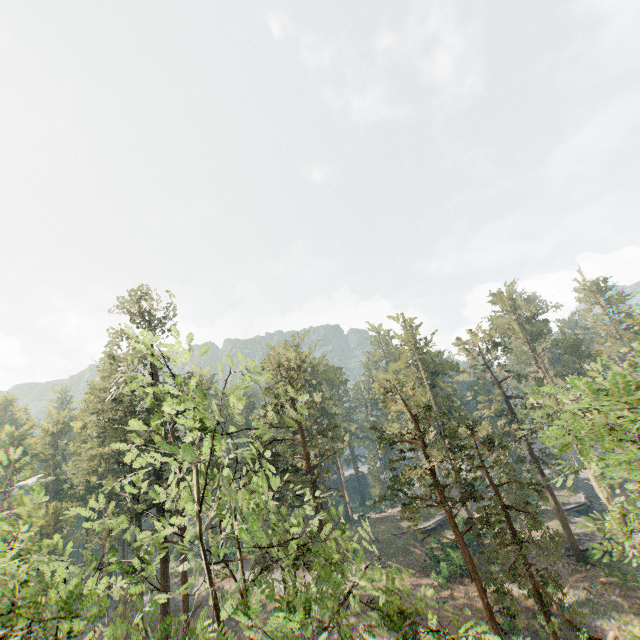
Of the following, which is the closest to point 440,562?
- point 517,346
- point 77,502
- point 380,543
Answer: point 380,543

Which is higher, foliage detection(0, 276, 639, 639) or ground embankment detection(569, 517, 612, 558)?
foliage detection(0, 276, 639, 639)

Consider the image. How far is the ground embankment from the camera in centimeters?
3241cm

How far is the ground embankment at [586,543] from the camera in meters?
32.4 m

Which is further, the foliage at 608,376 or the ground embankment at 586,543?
the ground embankment at 586,543

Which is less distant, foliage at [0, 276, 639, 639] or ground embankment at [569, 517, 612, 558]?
foliage at [0, 276, 639, 639]
